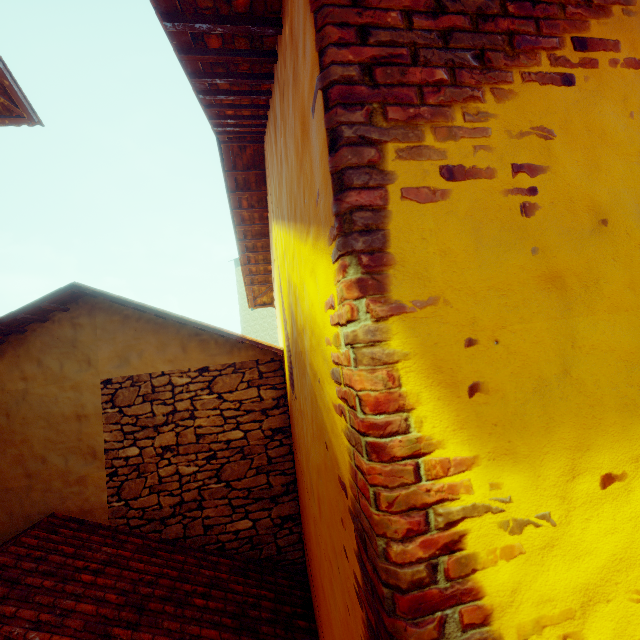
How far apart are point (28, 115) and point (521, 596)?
5.7 meters
